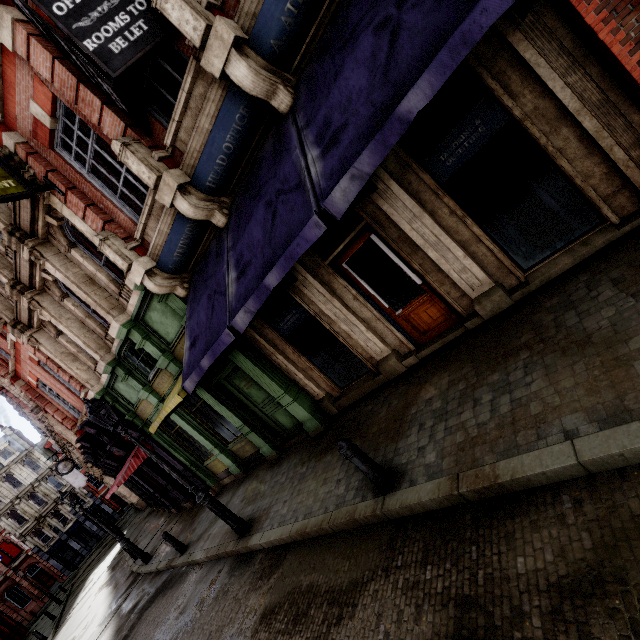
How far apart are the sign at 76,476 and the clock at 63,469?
14.8 meters

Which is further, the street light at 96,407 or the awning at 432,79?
the street light at 96,407

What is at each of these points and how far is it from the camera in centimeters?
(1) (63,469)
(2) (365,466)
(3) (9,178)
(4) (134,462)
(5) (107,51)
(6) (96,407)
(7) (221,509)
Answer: (1) clock, 2097cm
(2) post, 450cm
(3) sign, 686cm
(4) awning, 1266cm
(5) sign, 468cm
(6) street light, 719cm
(7) street light, 761cm

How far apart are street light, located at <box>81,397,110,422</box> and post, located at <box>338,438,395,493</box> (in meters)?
4.71

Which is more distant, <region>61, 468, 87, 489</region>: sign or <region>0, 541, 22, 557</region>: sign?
<region>0, 541, 22, 557</region>: sign

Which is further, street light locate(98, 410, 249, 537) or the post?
street light locate(98, 410, 249, 537)

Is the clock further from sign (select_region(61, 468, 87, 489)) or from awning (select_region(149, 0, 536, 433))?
awning (select_region(149, 0, 536, 433))

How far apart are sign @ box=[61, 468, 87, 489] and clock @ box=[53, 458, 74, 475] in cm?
1478
